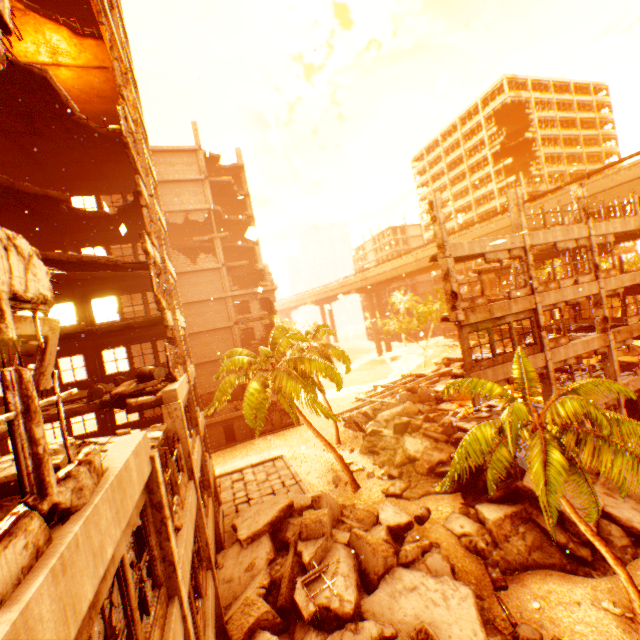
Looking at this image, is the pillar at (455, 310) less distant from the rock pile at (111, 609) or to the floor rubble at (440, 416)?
the floor rubble at (440, 416)

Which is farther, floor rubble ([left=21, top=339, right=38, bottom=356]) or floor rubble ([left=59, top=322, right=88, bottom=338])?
floor rubble ([left=59, top=322, right=88, bottom=338])

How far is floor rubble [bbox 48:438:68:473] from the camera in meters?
5.6

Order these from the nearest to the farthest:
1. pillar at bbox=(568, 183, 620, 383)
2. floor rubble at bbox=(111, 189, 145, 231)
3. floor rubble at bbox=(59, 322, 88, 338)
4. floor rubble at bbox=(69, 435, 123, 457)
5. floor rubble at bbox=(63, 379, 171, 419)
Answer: floor rubble at bbox=(69, 435, 123, 457), floor rubble at bbox=(63, 379, 171, 419), floor rubble at bbox=(59, 322, 88, 338), floor rubble at bbox=(111, 189, 145, 231), pillar at bbox=(568, 183, 620, 383)

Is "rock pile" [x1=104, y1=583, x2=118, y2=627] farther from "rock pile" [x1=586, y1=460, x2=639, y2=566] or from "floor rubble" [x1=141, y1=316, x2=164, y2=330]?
"rock pile" [x1=586, y1=460, x2=639, y2=566]

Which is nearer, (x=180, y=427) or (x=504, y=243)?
(x=180, y=427)

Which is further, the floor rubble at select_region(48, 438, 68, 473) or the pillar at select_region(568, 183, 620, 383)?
the pillar at select_region(568, 183, 620, 383)

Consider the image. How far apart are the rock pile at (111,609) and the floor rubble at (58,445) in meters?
0.9
